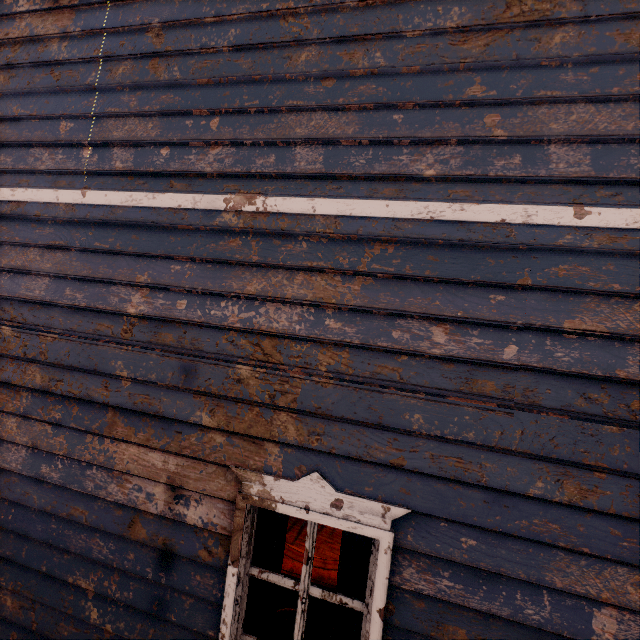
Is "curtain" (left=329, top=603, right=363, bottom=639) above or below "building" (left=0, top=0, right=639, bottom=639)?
below

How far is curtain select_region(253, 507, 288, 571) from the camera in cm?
210

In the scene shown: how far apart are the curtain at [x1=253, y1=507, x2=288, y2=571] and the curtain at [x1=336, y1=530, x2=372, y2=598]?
0.3 meters

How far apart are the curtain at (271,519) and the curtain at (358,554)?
0.3 meters

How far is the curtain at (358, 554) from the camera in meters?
2.0

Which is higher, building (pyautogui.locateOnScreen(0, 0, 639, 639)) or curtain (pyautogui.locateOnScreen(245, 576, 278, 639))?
building (pyautogui.locateOnScreen(0, 0, 639, 639))

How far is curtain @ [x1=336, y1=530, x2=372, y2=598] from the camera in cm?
199

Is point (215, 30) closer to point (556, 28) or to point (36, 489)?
point (556, 28)
